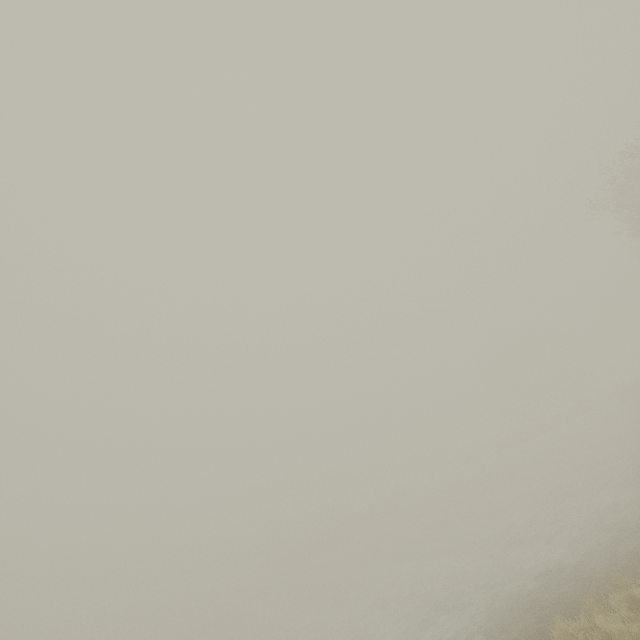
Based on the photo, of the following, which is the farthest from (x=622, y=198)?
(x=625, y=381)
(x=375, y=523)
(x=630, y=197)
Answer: (x=625, y=381)
